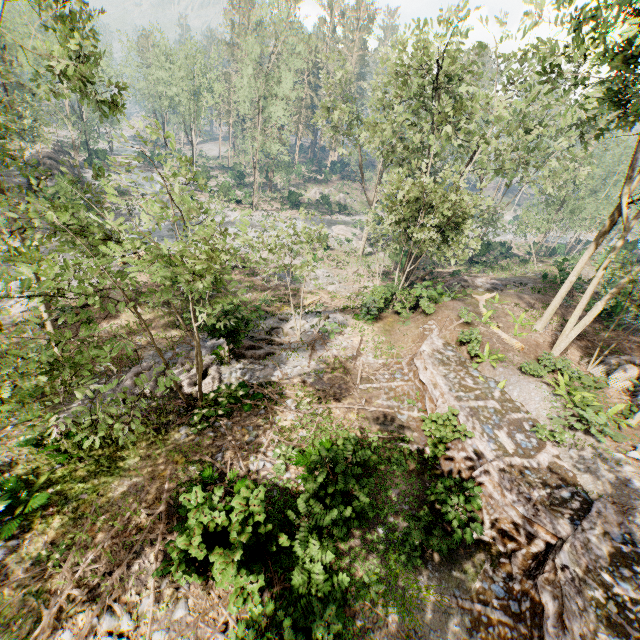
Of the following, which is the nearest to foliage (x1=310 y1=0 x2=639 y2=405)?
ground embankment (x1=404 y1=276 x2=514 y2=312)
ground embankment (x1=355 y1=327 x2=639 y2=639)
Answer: ground embankment (x1=404 y1=276 x2=514 y2=312)

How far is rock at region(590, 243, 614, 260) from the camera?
35.7 meters

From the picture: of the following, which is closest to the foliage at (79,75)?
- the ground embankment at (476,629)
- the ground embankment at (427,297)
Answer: the ground embankment at (427,297)

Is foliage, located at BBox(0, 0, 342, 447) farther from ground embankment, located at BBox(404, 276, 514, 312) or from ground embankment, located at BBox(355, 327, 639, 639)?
ground embankment, located at BBox(355, 327, 639, 639)

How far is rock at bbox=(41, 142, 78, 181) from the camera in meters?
34.8 m

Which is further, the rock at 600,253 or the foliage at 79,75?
the rock at 600,253

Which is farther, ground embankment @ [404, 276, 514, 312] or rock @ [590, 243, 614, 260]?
rock @ [590, 243, 614, 260]

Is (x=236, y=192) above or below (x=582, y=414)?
below
